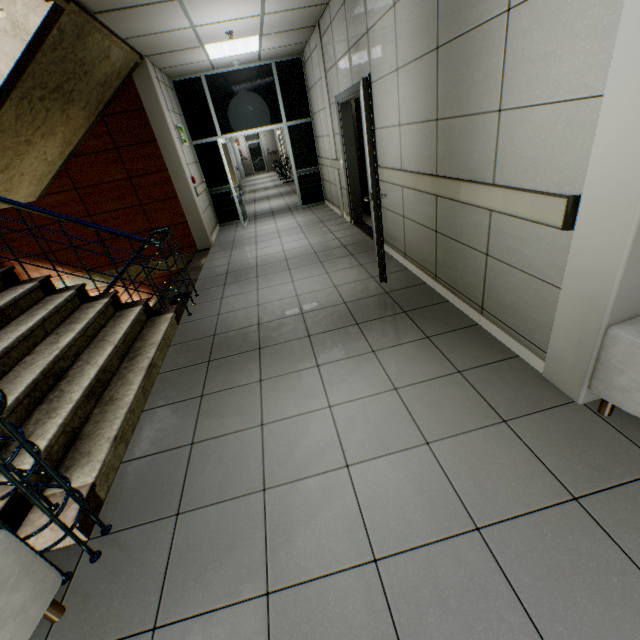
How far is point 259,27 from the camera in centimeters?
507cm

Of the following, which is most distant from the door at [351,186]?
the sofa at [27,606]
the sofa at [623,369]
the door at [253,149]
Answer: the door at [253,149]

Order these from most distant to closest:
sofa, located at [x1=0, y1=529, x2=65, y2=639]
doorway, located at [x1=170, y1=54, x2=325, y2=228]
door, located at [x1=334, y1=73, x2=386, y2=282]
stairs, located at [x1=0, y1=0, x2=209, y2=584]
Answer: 1. doorway, located at [x1=170, y1=54, x2=325, y2=228]
2. door, located at [x1=334, y1=73, x2=386, y2=282]
3. stairs, located at [x1=0, y1=0, x2=209, y2=584]
4. sofa, located at [x1=0, y1=529, x2=65, y2=639]

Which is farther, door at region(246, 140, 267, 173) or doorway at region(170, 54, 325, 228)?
door at region(246, 140, 267, 173)

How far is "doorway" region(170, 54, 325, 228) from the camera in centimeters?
724cm

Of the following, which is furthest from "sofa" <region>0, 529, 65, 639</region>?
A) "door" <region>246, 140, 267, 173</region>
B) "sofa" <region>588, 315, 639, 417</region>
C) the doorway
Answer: "door" <region>246, 140, 267, 173</region>

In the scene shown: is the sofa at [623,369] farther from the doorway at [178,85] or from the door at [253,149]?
the door at [253,149]

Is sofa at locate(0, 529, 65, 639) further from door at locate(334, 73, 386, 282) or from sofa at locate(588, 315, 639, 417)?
door at locate(334, 73, 386, 282)
